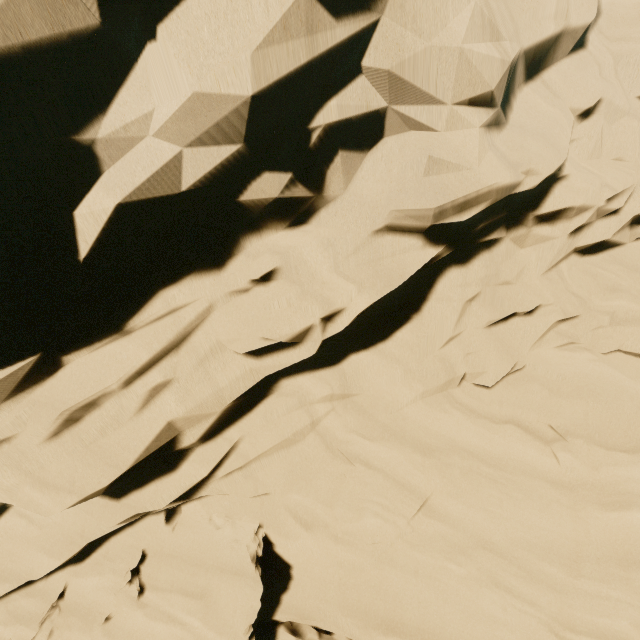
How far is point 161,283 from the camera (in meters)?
5.50
